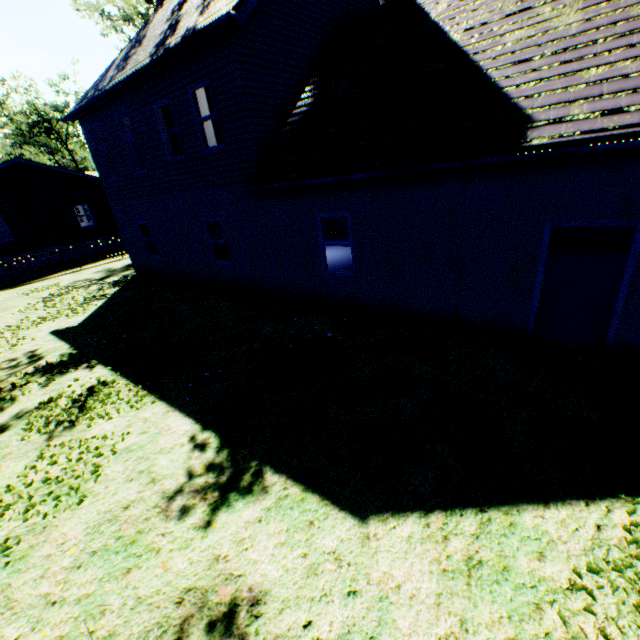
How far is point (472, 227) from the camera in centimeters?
615cm

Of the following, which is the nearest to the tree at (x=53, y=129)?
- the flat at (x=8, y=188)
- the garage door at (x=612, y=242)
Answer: the flat at (x=8, y=188)

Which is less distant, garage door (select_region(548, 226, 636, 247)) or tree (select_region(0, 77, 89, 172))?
garage door (select_region(548, 226, 636, 247))

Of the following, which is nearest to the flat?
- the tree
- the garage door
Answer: the tree

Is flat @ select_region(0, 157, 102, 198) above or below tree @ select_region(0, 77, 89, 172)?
below

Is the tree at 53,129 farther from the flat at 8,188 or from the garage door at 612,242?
the garage door at 612,242
